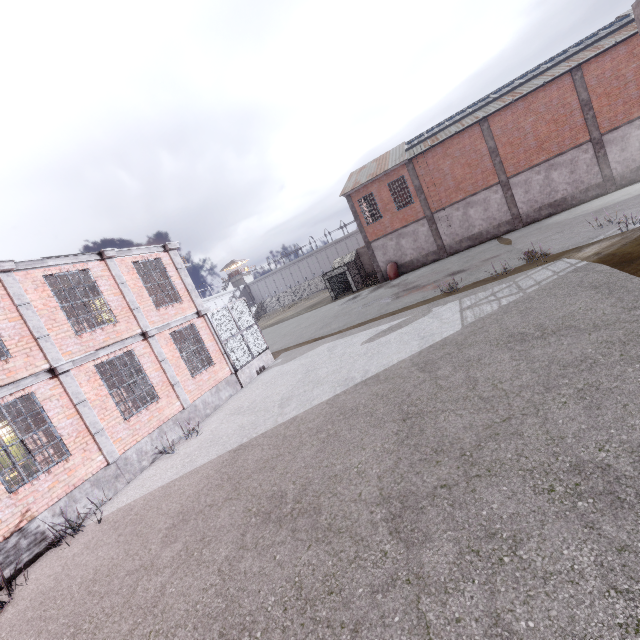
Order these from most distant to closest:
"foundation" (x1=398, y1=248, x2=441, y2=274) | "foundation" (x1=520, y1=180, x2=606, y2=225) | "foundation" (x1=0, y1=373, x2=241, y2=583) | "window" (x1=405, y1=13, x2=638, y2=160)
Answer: "foundation" (x1=398, y1=248, x2=441, y2=274)
"foundation" (x1=520, y1=180, x2=606, y2=225)
"window" (x1=405, y1=13, x2=638, y2=160)
"foundation" (x1=0, y1=373, x2=241, y2=583)

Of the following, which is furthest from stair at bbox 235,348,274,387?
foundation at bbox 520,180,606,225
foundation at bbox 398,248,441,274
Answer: foundation at bbox 520,180,606,225

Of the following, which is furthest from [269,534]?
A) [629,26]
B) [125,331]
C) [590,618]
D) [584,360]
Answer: [629,26]

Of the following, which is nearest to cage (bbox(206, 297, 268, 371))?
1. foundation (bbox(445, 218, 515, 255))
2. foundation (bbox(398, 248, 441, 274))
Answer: foundation (bbox(445, 218, 515, 255))

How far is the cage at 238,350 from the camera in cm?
1476

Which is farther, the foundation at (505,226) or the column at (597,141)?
the foundation at (505,226)

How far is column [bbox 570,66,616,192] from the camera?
22.16m

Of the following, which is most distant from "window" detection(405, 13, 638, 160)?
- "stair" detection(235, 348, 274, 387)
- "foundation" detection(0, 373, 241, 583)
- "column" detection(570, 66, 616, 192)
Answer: "foundation" detection(0, 373, 241, 583)
